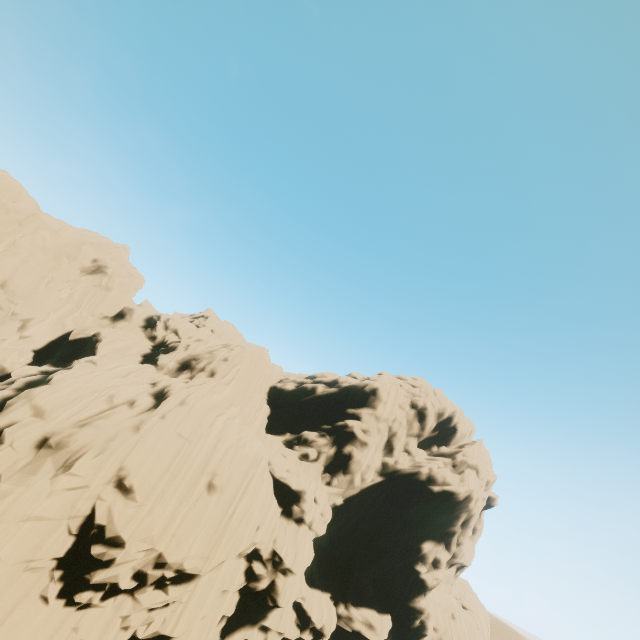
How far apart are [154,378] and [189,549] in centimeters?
1749cm
